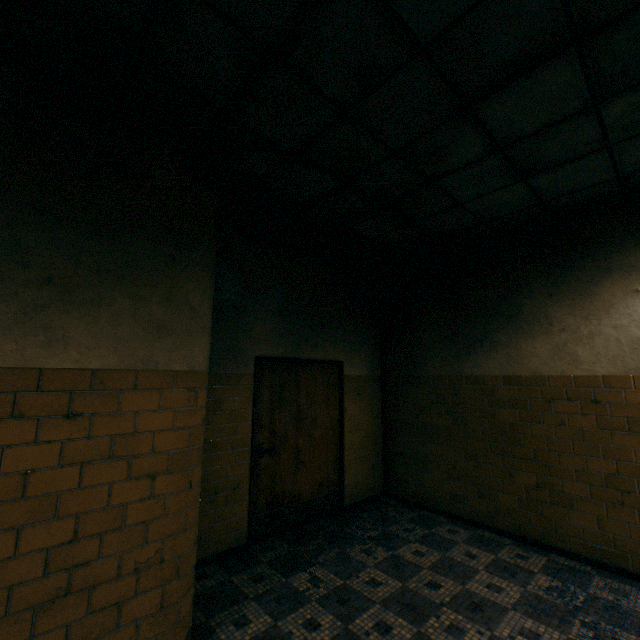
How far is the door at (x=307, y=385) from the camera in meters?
4.0

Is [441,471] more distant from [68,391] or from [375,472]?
[68,391]

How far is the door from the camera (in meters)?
3.98
